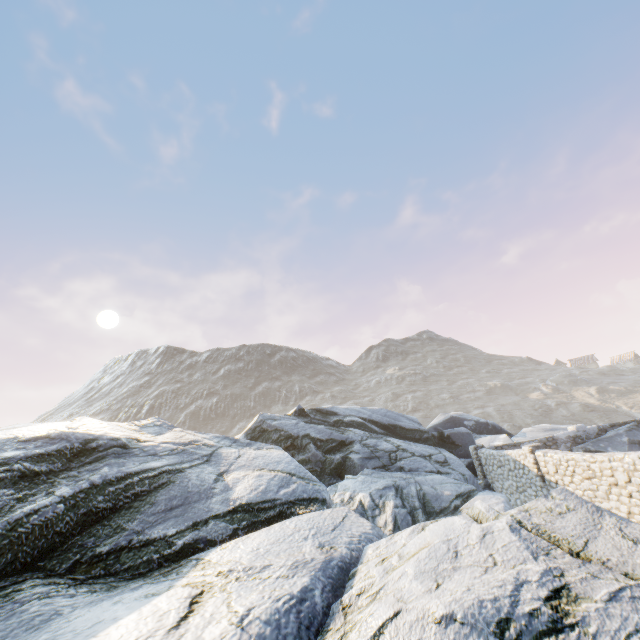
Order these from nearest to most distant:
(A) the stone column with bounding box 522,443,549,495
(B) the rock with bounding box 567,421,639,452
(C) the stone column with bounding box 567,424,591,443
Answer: (A) the stone column with bounding box 522,443,549,495 → (B) the rock with bounding box 567,421,639,452 → (C) the stone column with bounding box 567,424,591,443

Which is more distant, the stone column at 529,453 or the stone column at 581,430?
the stone column at 581,430

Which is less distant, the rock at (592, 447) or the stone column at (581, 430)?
the rock at (592, 447)

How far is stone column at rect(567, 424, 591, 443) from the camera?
18.86m

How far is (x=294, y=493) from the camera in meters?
8.1 m

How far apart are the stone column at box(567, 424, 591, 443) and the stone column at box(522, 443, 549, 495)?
8.2 meters

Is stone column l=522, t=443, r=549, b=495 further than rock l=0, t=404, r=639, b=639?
Yes

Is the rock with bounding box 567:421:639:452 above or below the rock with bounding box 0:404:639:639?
below
